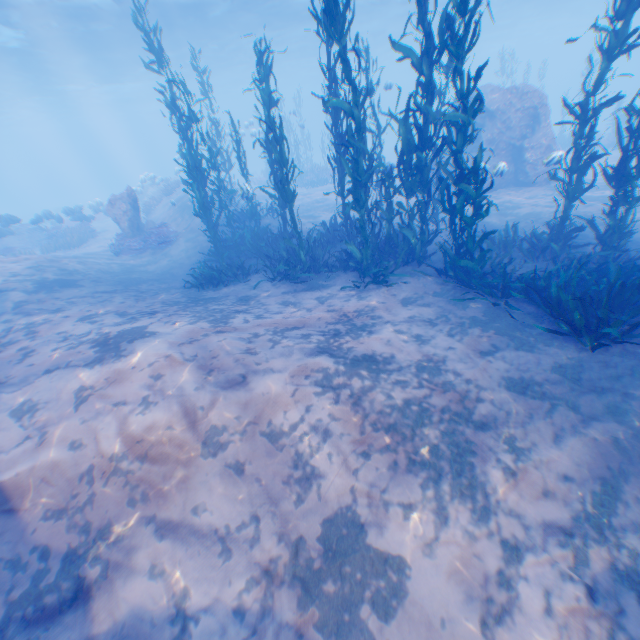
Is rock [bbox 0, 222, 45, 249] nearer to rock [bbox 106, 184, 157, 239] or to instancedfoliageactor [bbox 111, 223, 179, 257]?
instancedfoliageactor [bbox 111, 223, 179, 257]

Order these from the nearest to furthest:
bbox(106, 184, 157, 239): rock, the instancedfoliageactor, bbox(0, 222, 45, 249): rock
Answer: the instancedfoliageactor < bbox(106, 184, 157, 239): rock < bbox(0, 222, 45, 249): rock

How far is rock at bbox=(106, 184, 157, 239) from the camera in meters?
15.8

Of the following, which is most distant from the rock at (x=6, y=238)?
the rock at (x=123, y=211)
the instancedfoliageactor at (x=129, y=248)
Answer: the rock at (x=123, y=211)

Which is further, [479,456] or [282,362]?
[282,362]

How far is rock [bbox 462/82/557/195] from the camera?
14.8m

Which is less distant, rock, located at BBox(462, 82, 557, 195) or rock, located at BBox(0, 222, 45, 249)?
rock, located at BBox(462, 82, 557, 195)

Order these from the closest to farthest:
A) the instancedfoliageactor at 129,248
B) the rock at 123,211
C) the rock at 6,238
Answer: the instancedfoliageactor at 129,248 → the rock at 123,211 → the rock at 6,238
